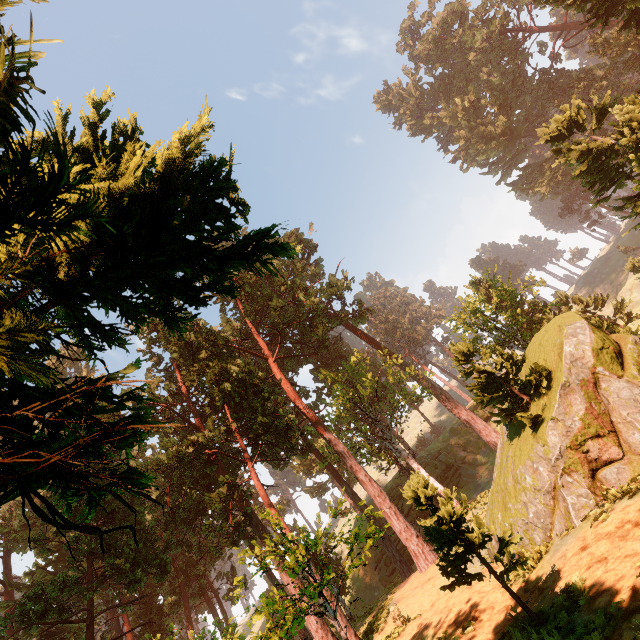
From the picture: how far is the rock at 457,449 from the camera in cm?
3878

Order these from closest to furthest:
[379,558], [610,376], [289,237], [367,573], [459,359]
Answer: [610,376]
[459,359]
[379,558]
[367,573]
[289,237]

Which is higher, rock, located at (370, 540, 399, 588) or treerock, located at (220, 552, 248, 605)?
treerock, located at (220, 552, 248, 605)

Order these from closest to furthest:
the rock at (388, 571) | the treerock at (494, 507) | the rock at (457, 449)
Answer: the treerock at (494, 507) → the rock at (388, 571) → the rock at (457, 449)

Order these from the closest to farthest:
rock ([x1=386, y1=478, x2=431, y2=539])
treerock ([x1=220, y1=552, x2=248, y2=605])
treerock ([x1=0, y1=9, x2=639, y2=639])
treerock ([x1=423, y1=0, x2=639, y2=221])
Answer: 1. treerock ([x1=0, y1=9, x2=639, y2=639])
2. treerock ([x1=220, y1=552, x2=248, y2=605])
3. treerock ([x1=423, y1=0, x2=639, y2=221])
4. rock ([x1=386, y1=478, x2=431, y2=539])

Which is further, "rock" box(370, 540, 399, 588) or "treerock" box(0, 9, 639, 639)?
"rock" box(370, 540, 399, 588)
